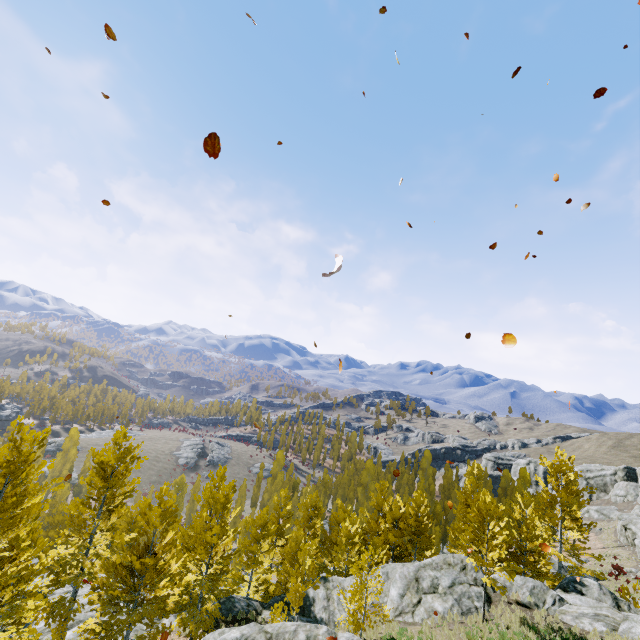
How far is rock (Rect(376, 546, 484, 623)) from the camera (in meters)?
17.52

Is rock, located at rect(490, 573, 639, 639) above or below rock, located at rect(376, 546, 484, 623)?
above

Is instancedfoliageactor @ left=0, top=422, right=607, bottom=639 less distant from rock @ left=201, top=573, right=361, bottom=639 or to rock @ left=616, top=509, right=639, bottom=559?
rock @ left=201, top=573, right=361, bottom=639

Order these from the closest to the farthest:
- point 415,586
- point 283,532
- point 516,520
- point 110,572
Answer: point 110,572, point 415,586, point 516,520, point 283,532

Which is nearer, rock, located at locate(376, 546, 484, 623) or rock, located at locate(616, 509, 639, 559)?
rock, located at locate(376, 546, 484, 623)

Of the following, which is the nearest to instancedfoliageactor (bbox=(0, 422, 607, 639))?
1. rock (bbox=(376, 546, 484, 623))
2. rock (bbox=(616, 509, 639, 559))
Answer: rock (bbox=(376, 546, 484, 623))

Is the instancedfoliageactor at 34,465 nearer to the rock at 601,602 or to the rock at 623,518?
the rock at 601,602

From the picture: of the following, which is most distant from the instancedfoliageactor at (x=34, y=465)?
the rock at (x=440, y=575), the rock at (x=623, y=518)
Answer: the rock at (x=623, y=518)
